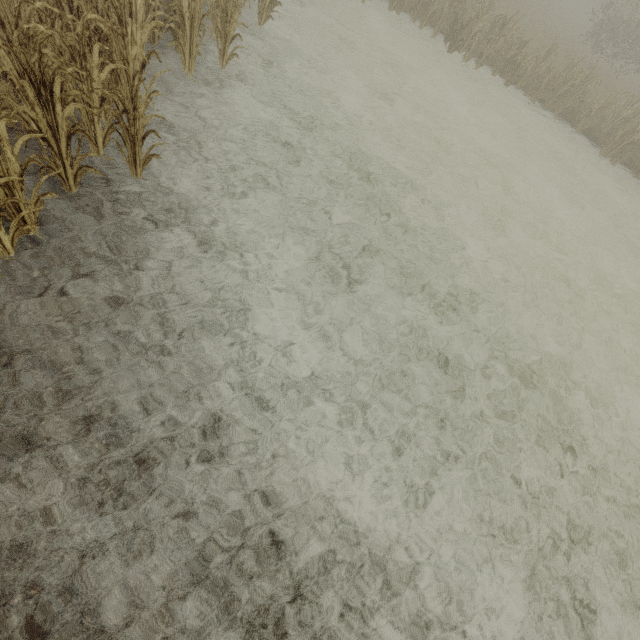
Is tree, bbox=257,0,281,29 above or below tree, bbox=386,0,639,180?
below

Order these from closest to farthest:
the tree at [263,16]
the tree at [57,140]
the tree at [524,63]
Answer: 1. the tree at [57,140]
2. the tree at [263,16]
3. the tree at [524,63]

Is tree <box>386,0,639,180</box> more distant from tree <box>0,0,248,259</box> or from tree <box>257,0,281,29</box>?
tree <box>0,0,248,259</box>

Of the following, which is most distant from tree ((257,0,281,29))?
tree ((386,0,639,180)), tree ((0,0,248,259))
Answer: tree ((386,0,639,180))

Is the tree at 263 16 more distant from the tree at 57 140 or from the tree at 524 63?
the tree at 524 63

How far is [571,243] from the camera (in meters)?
9.84
